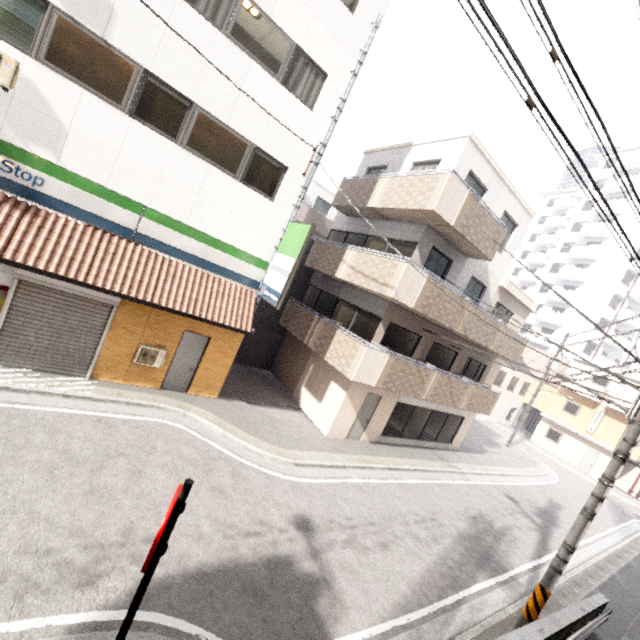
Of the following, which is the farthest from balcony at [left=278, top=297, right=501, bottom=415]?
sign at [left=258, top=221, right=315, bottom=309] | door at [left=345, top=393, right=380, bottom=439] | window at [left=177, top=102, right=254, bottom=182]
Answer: window at [left=177, top=102, right=254, bottom=182]

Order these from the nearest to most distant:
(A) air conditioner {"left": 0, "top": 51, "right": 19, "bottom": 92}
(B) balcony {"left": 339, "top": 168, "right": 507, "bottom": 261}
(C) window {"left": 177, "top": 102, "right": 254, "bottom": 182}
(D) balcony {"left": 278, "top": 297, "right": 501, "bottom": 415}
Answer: (A) air conditioner {"left": 0, "top": 51, "right": 19, "bottom": 92}, (C) window {"left": 177, "top": 102, "right": 254, "bottom": 182}, (B) balcony {"left": 339, "top": 168, "right": 507, "bottom": 261}, (D) balcony {"left": 278, "top": 297, "right": 501, "bottom": 415}

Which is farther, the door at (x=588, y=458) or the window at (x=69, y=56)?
the door at (x=588, y=458)

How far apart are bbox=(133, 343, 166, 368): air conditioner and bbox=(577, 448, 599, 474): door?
35.50m

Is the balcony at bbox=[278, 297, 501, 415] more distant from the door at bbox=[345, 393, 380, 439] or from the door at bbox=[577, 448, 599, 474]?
the door at bbox=[577, 448, 599, 474]

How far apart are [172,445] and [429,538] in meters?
7.6 m

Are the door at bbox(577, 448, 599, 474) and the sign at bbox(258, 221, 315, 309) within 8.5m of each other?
no

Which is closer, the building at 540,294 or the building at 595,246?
the building at 595,246
